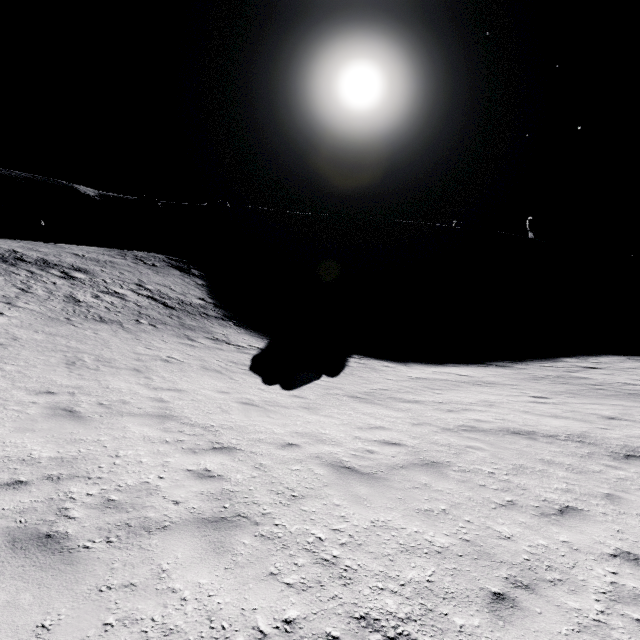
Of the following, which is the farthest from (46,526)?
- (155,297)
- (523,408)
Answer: (155,297)
